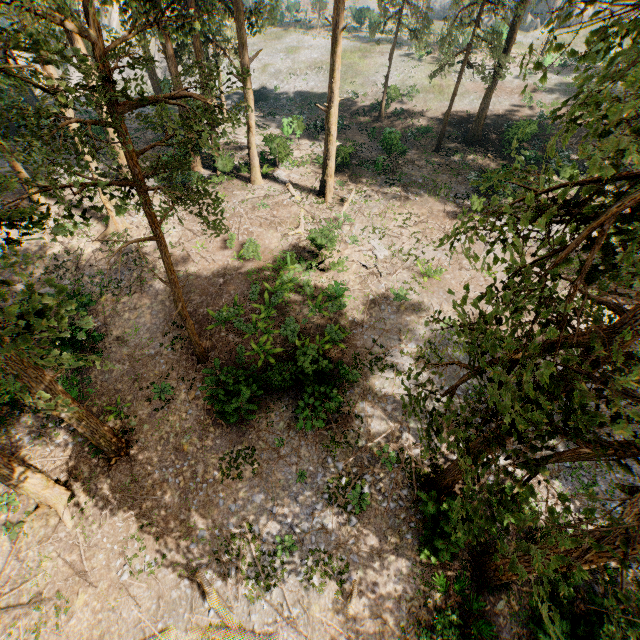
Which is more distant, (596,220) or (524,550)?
(524,550)

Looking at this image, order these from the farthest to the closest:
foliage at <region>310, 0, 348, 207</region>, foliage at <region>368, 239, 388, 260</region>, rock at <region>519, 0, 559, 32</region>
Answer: rock at <region>519, 0, 559, 32</region> → foliage at <region>368, 239, 388, 260</region> → foliage at <region>310, 0, 348, 207</region>

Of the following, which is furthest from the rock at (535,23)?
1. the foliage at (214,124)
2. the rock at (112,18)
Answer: the rock at (112,18)

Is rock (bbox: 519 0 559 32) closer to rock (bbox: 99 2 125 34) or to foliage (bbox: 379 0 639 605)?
foliage (bbox: 379 0 639 605)

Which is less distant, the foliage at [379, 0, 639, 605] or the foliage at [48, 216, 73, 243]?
the foliage at [379, 0, 639, 605]

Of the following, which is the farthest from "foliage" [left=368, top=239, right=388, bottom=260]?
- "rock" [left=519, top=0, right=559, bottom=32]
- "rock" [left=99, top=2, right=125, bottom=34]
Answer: "rock" [left=519, top=0, right=559, bottom=32]
